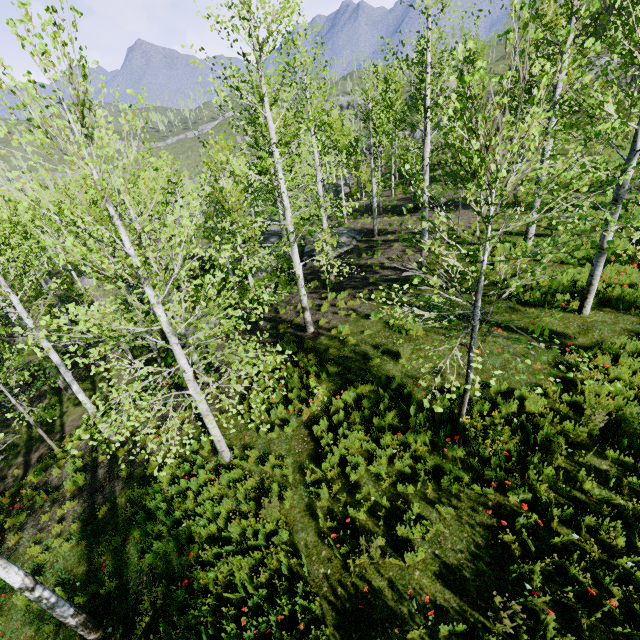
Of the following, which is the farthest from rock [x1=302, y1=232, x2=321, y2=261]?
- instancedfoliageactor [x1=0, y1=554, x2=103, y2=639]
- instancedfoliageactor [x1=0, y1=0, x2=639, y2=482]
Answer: instancedfoliageactor [x1=0, y1=0, x2=639, y2=482]

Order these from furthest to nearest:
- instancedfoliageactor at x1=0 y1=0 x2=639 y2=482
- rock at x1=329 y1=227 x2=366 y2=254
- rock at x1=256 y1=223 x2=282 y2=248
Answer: rock at x1=256 y1=223 x2=282 y2=248
rock at x1=329 y1=227 x2=366 y2=254
instancedfoliageactor at x1=0 y1=0 x2=639 y2=482

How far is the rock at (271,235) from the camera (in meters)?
28.88

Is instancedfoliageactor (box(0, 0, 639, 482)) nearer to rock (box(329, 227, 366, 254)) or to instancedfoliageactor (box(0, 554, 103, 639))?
rock (box(329, 227, 366, 254))

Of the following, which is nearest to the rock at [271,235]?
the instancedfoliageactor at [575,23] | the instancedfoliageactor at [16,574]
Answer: the instancedfoliageactor at [16,574]

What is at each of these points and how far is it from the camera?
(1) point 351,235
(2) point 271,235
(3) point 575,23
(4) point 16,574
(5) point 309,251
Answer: (1) rock, 21.9 meters
(2) rock, 30.6 meters
(3) instancedfoliageactor, 9.7 meters
(4) instancedfoliageactor, 4.6 meters
(5) rock, 21.6 meters
